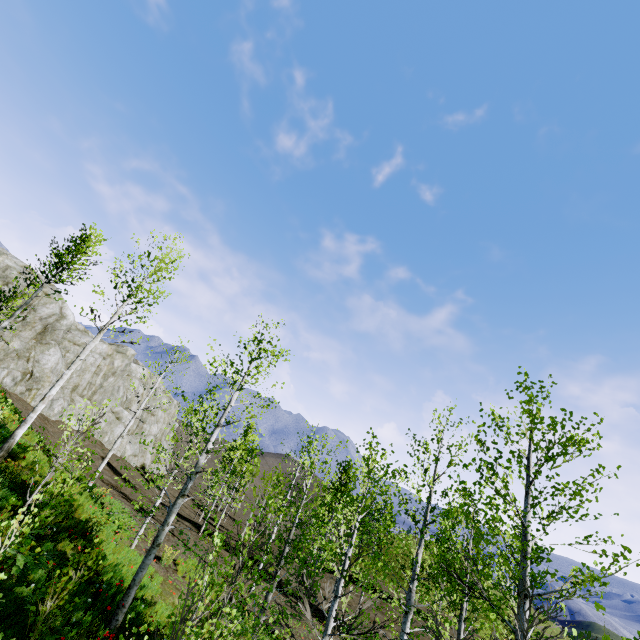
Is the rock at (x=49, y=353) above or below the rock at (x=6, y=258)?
below

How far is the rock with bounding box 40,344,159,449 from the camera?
26.6 meters

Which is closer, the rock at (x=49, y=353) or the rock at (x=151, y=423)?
the rock at (x=49, y=353)

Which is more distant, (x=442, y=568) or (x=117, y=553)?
→ (x=117, y=553)

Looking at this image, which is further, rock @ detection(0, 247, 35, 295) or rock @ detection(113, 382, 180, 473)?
rock @ detection(113, 382, 180, 473)

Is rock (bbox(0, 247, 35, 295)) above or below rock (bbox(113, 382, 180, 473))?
above

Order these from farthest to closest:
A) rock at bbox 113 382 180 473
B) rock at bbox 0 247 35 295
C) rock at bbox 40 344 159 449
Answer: rock at bbox 113 382 180 473
rock at bbox 40 344 159 449
rock at bbox 0 247 35 295
